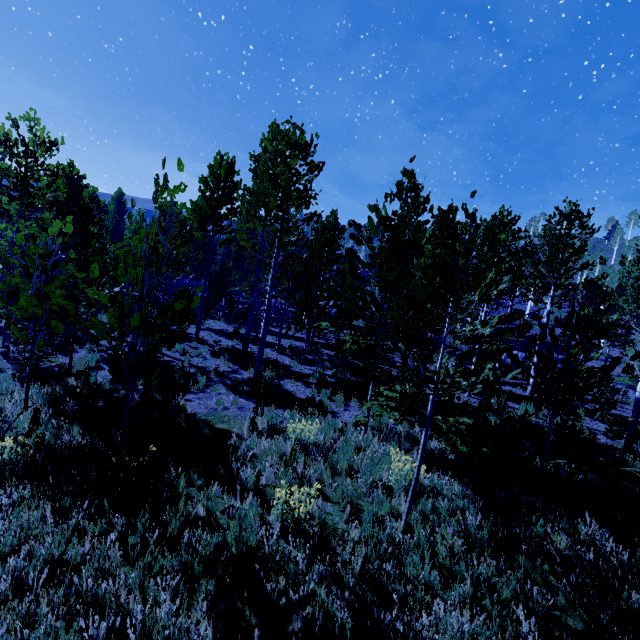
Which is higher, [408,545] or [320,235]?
[320,235]
